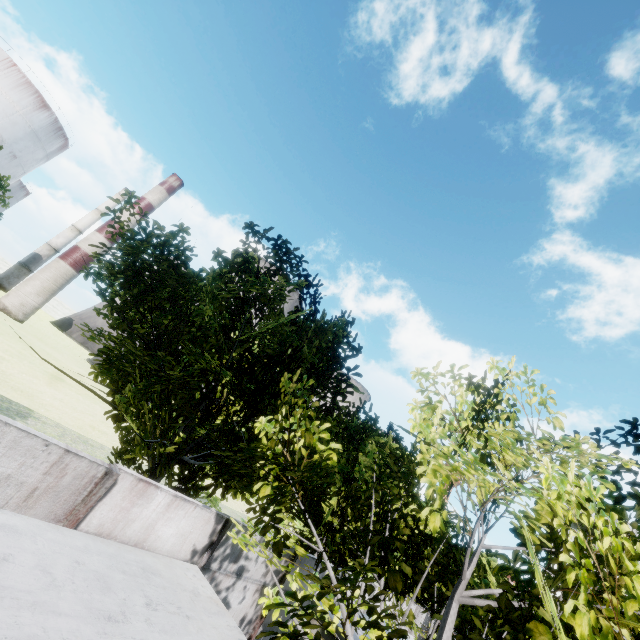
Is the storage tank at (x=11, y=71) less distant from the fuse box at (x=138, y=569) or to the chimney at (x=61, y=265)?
the chimney at (x=61, y=265)

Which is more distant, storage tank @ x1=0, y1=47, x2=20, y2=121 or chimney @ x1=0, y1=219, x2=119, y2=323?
storage tank @ x1=0, y1=47, x2=20, y2=121

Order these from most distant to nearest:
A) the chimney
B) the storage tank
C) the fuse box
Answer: the storage tank < the chimney < the fuse box

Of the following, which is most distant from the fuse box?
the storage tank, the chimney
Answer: the storage tank

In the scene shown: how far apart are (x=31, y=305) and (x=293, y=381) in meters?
66.6 m

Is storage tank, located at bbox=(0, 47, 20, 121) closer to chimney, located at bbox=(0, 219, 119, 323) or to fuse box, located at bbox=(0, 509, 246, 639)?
chimney, located at bbox=(0, 219, 119, 323)

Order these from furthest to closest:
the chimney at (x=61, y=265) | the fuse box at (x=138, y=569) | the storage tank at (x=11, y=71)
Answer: the storage tank at (x=11, y=71) → the chimney at (x=61, y=265) → the fuse box at (x=138, y=569)
